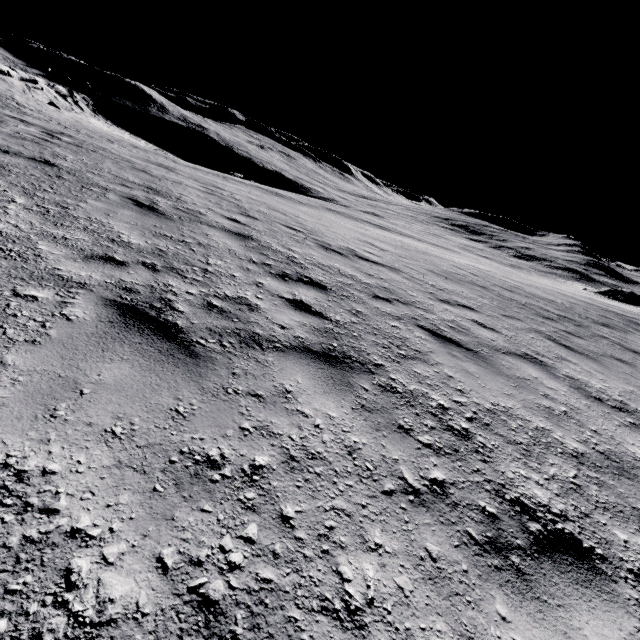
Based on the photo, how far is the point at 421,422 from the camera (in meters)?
2.88
